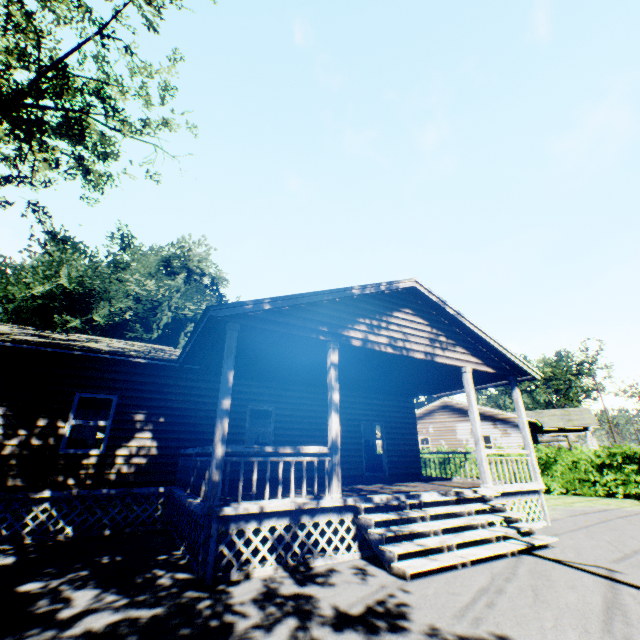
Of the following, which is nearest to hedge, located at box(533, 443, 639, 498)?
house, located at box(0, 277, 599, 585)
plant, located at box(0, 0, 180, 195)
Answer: house, located at box(0, 277, 599, 585)

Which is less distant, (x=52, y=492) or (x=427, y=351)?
(x=52, y=492)

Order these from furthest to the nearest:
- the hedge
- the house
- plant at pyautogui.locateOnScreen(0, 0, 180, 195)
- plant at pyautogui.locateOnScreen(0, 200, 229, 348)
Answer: plant at pyautogui.locateOnScreen(0, 200, 229, 348), the hedge, plant at pyautogui.locateOnScreen(0, 0, 180, 195), the house

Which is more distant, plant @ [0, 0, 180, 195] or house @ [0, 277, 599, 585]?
plant @ [0, 0, 180, 195]

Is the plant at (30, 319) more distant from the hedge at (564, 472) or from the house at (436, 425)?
the hedge at (564, 472)

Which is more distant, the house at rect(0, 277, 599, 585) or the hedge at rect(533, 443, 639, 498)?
the hedge at rect(533, 443, 639, 498)

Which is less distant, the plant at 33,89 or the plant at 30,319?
the plant at 33,89

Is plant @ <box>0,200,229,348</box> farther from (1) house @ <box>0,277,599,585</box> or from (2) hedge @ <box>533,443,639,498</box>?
(2) hedge @ <box>533,443,639,498</box>
